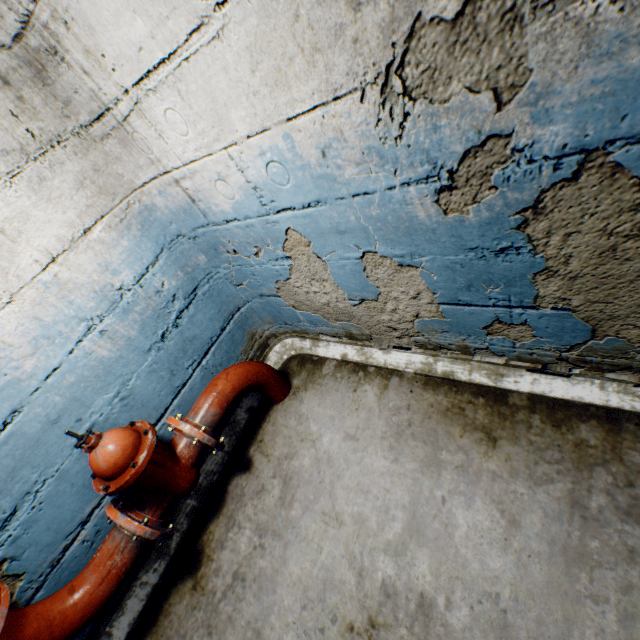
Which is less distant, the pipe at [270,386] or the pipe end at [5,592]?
the pipe end at [5,592]

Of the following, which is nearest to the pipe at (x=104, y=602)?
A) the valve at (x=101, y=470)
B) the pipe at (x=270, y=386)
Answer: the valve at (x=101, y=470)

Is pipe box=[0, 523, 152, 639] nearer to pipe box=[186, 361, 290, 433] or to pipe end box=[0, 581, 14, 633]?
pipe end box=[0, 581, 14, 633]

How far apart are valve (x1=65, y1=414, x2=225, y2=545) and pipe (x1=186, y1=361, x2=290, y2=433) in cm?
9

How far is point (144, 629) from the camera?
1.87m

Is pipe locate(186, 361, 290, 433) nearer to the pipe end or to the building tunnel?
the building tunnel

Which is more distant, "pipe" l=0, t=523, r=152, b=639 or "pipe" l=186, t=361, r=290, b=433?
"pipe" l=186, t=361, r=290, b=433
